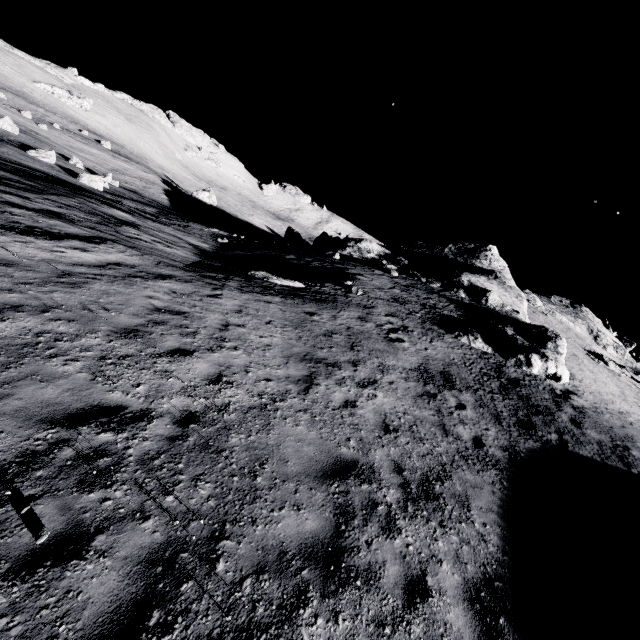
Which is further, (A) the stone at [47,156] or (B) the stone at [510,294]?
(A) the stone at [47,156]

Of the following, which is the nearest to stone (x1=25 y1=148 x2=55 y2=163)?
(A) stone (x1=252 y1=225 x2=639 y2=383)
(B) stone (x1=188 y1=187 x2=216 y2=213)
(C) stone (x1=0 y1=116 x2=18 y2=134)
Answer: (C) stone (x1=0 y1=116 x2=18 y2=134)

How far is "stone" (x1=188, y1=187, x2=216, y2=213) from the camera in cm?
5506

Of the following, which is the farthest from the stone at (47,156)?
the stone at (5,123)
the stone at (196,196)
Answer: the stone at (196,196)

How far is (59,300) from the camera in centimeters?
692cm

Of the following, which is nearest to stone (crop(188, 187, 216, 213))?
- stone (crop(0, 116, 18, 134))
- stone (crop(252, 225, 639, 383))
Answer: stone (crop(252, 225, 639, 383))

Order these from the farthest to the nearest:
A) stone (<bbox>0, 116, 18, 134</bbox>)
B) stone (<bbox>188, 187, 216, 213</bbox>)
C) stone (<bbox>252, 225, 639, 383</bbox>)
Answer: stone (<bbox>188, 187, 216, 213</bbox>) < stone (<bbox>0, 116, 18, 134</bbox>) < stone (<bbox>252, 225, 639, 383</bbox>)

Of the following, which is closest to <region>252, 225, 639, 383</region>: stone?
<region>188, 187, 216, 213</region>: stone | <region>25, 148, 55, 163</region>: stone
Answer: <region>188, 187, 216, 213</region>: stone
